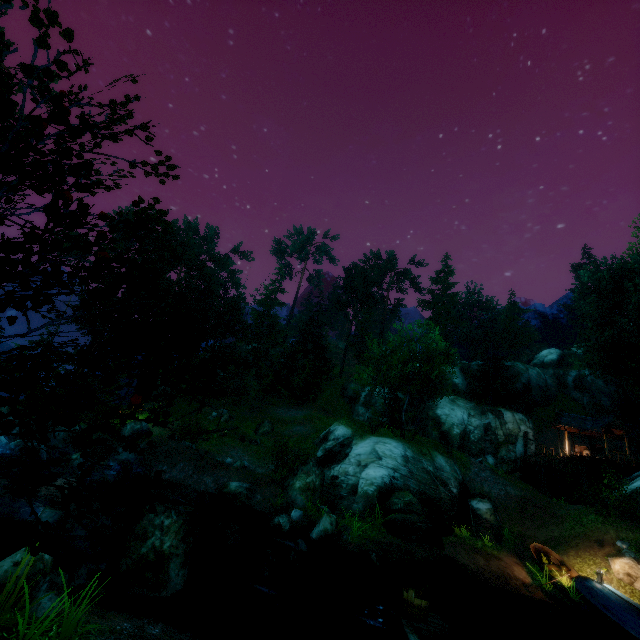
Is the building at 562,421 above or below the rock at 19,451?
above

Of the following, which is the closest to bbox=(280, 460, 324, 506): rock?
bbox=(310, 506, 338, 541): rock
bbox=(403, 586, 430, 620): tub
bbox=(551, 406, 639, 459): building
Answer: bbox=(310, 506, 338, 541): rock

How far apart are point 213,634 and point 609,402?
51.1m

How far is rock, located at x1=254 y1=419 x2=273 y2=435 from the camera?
31.48m

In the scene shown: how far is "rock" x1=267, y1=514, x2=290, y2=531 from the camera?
15.39m

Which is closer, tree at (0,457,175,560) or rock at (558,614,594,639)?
tree at (0,457,175,560)

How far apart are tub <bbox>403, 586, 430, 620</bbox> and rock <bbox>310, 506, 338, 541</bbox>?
6.80m

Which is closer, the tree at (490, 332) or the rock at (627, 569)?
the rock at (627, 569)
